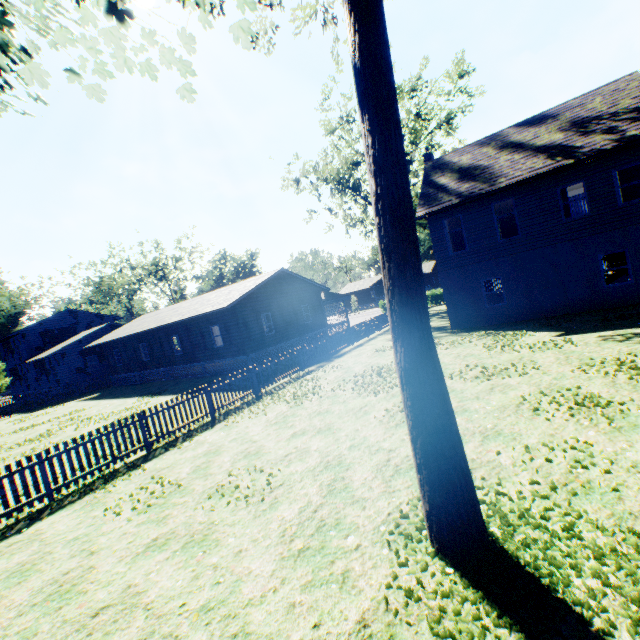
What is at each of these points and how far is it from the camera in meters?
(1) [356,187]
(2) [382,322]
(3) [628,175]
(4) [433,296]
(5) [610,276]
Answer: (1) tree, 30.0
(2) fence, 27.1
(3) curtain, 14.2
(4) hedge, 37.9
(5) stairs, 15.0

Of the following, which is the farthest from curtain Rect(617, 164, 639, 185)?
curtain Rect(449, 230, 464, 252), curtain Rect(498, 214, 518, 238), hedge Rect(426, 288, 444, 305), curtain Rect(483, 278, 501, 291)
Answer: hedge Rect(426, 288, 444, 305)

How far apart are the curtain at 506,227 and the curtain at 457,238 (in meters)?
1.83

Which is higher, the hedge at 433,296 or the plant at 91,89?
the plant at 91,89

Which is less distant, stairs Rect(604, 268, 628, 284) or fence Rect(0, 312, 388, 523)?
fence Rect(0, 312, 388, 523)

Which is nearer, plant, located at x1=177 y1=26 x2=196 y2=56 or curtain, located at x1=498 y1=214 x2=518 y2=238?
plant, located at x1=177 y1=26 x2=196 y2=56

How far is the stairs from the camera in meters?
14.7

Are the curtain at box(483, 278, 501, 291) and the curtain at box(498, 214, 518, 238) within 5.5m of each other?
no
